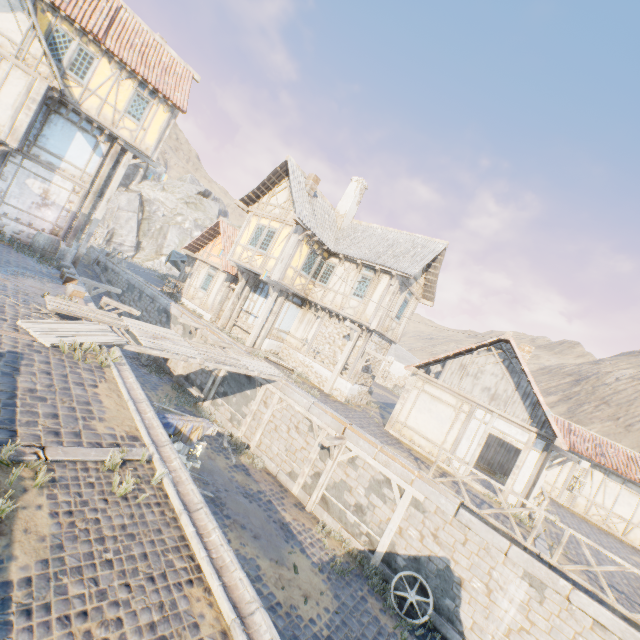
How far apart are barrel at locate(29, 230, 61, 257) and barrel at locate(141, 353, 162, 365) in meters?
5.9 m

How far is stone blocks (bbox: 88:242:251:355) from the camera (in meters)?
16.84

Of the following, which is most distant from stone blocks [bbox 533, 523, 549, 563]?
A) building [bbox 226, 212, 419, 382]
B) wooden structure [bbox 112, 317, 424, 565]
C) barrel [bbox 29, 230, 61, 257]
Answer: barrel [bbox 29, 230, 61, 257]

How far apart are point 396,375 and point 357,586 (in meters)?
26.05

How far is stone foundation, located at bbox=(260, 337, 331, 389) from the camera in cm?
1710

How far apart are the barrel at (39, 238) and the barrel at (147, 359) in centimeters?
591cm

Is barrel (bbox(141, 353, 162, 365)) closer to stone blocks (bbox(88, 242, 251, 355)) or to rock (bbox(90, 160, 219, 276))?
stone blocks (bbox(88, 242, 251, 355))

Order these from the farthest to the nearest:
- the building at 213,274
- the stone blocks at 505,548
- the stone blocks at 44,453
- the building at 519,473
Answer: the building at 213,274 < the building at 519,473 < the stone blocks at 505,548 < the stone blocks at 44,453
